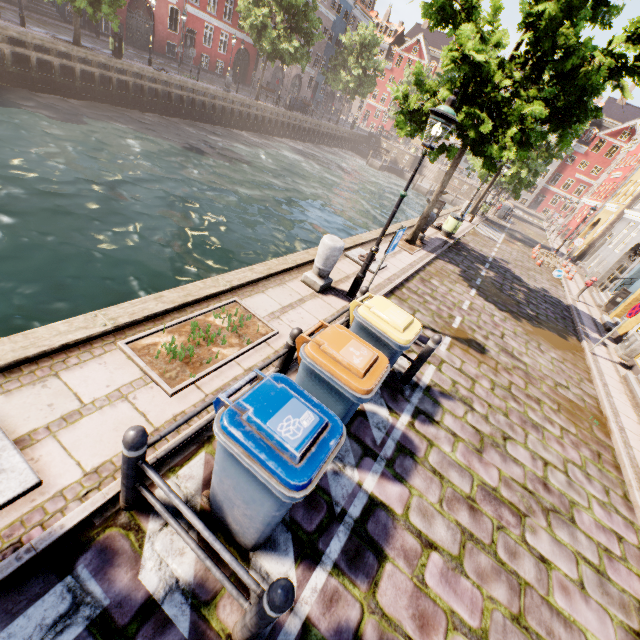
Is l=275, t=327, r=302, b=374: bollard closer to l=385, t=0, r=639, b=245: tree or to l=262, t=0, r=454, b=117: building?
l=385, t=0, r=639, b=245: tree

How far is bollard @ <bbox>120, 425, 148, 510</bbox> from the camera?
2.22m

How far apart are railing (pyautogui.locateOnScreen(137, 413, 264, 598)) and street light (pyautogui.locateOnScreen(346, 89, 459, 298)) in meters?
5.3 m

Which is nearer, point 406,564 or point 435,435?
point 406,564

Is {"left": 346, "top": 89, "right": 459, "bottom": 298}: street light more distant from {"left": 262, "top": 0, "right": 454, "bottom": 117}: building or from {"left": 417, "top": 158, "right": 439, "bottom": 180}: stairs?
{"left": 417, "top": 158, "right": 439, "bottom": 180}: stairs

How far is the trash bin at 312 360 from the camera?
2.29m

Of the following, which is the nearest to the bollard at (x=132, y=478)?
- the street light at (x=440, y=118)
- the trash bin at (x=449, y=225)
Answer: the street light at (x=440, y=118)

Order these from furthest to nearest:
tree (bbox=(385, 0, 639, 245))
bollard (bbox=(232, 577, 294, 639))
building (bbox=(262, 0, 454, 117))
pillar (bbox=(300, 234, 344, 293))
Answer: building (bbox=(262, 0, 454, 117)) → tree (bbox=(385, 0, 639, 245)) → pillar (bbox=(300, 234, 344, 293)) → bollard (bbox=(232, 577, 294, 639))
